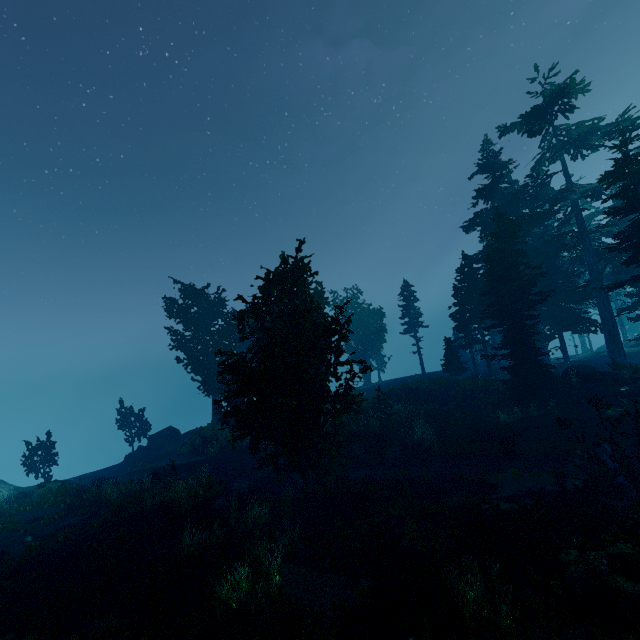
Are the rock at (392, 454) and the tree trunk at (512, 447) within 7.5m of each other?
yes

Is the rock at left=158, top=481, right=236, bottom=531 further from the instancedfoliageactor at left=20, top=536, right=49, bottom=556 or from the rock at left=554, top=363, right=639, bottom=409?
the rock at left=554, top=363, right=639, bottom=409

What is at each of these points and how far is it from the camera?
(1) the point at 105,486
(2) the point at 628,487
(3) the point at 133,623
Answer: (1) instancedfoliageactor, 21.23m
(2) tree, 13.43m
(3) instancedfoliageactor, 9.67m

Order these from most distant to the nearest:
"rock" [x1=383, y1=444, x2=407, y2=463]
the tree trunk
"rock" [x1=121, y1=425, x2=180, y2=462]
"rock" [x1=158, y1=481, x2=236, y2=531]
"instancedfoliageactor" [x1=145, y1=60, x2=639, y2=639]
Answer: "rock" [x1=121, y1=425, x2=180, y2=462] → "rock" [x1=383, y1=444, x2=407, y2=463] → the tree trunk → "rock" [x1=158, y1=481, x2=236, y2=531] → "instancedfoliageactor" [x1=145, y1=60, x2=639, y2=639]

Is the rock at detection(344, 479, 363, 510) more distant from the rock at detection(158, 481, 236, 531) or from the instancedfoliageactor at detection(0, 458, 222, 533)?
the rock at detection(158, 481, 236, 531)

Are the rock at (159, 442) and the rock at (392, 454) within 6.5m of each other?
no

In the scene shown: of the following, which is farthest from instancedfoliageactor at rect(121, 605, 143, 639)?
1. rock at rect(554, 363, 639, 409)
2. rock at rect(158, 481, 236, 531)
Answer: rock at rect(158, 481, 236, 531)

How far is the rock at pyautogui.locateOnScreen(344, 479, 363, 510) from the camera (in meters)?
15.72
